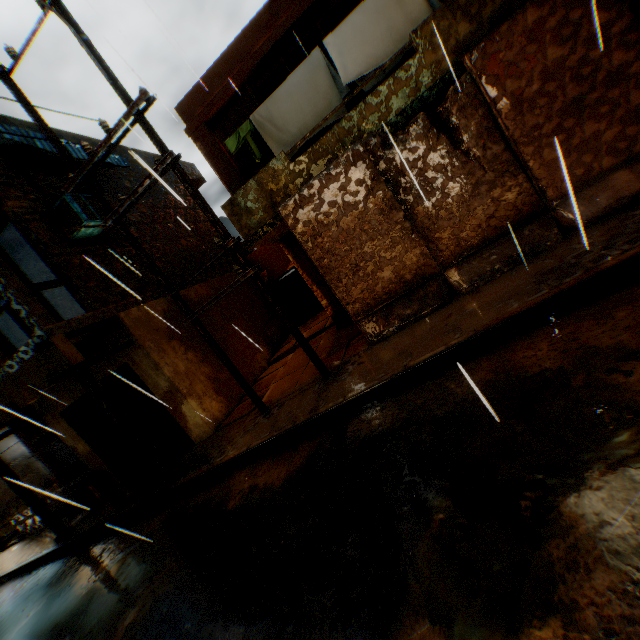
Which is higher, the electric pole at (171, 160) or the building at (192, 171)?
the building at (192, 171)

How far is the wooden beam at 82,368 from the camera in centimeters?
654cm

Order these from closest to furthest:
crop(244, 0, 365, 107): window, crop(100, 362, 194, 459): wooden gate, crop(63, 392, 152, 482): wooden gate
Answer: crop(244, 0, 365, 107): window → crop(100, 362, 194, 459): wooden gate → crop(63, 392, 152, 482): wooden gate

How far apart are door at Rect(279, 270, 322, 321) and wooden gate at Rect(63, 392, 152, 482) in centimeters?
798cm

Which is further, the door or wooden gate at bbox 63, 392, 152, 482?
the door

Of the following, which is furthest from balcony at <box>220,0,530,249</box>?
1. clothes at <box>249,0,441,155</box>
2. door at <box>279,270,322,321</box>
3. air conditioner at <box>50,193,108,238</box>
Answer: door at <box>279,270,322,321</box>

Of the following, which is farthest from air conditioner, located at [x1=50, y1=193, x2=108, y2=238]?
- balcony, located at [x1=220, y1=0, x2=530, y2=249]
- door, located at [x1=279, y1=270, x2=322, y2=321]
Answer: door, located at [x1=279, y1=270, x2=322, y2=321]

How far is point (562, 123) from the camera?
5.22m
